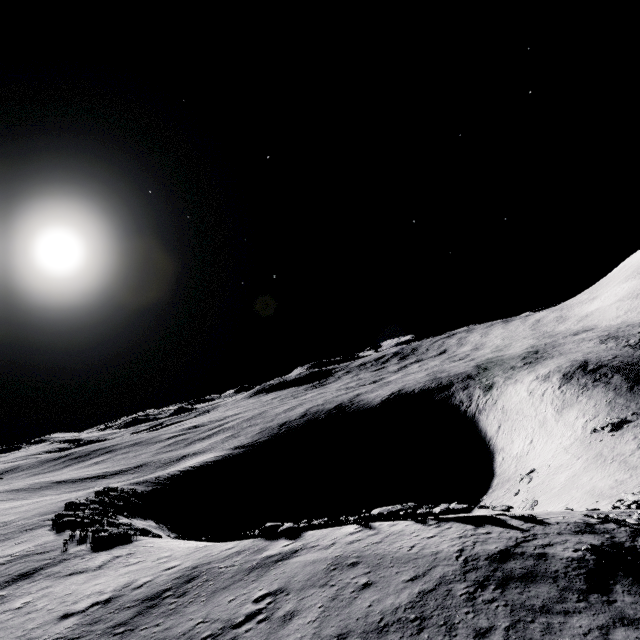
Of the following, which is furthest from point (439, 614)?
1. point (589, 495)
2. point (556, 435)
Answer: point (556, 435)

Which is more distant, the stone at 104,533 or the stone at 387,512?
the stone at 104,533

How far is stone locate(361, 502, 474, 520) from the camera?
17.1m

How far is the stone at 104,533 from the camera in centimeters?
2822cm

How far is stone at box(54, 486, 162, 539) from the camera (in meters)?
28.22

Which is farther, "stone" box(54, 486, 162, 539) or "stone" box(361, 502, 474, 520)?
"stone" box(54, 486, 162, 539)
